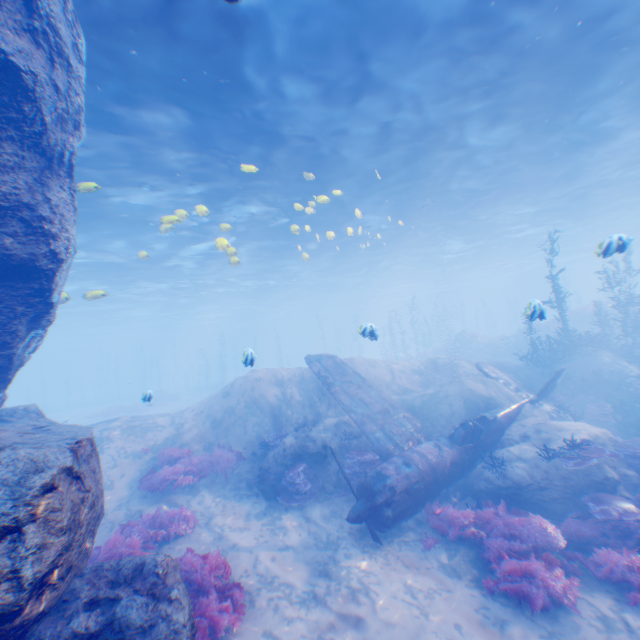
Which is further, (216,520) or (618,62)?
(618,62)

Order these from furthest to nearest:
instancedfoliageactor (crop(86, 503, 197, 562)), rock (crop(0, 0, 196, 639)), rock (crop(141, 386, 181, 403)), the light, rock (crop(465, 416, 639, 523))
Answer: rock (crop(141, 386, 181, 403)) → the light → rock (crop(465, 416, 639, 523)) → instancedfoliageactor (crop(86, 503, 197, 562)) → rock (crop(0, 0, 196, 639))

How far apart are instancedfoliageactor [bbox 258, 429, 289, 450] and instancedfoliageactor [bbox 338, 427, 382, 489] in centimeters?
249cm

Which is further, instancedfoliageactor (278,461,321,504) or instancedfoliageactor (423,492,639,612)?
instancedfoliageactor (278,461,321,504)

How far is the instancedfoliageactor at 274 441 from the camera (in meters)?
12.20

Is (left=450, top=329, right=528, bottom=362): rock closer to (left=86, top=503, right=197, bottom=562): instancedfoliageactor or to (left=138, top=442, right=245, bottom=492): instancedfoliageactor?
(left=138, top=442, right=245, bottom=492): instancedfoliageactor

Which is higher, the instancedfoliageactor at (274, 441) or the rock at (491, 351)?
the rock at (491, 351)

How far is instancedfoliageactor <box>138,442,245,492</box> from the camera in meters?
10.5 m
